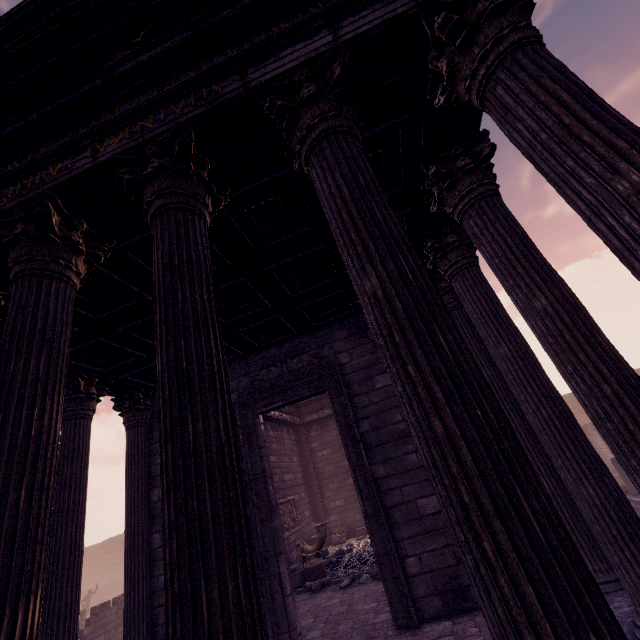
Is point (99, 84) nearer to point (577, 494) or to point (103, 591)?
point (577, 494)

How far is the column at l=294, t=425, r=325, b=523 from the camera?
13.7m

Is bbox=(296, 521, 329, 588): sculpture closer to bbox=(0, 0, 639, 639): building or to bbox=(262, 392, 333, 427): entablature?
bbox=(0, 0, 639, 639): building

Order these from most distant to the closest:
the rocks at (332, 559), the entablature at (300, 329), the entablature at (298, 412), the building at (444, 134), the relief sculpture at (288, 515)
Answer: the entablature at (298, 412), the relief sculpture at (288, 515), the rocks at (332, 559), the entablature at (300, 329), the building at (444, 134)

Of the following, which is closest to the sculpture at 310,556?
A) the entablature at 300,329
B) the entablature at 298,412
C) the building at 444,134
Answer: the building at 444,134

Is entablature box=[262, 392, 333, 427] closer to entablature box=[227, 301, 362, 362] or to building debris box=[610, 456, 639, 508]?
entablature box=[227, 301, 362, 362]

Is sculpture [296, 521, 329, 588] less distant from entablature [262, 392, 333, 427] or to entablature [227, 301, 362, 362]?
entablature [262, 392, 333, 427]

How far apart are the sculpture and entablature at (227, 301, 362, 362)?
4.97m
